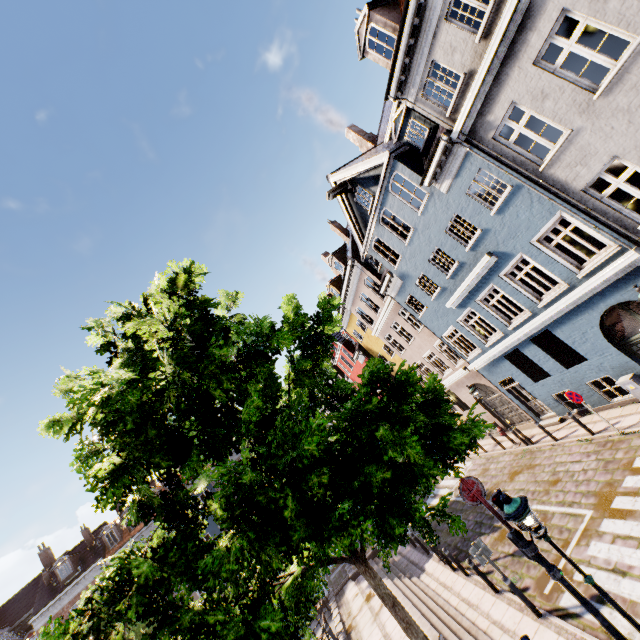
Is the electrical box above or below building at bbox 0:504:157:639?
below

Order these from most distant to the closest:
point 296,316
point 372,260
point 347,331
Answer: point 347,331
point 372,260
point 296,316

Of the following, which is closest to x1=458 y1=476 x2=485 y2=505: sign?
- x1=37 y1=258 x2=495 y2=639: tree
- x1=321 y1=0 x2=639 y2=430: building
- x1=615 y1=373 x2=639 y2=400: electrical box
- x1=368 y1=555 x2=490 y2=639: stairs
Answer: x1=37 y1=258 x2=495 y2=639: tree

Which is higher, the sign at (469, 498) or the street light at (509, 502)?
the sign at (469, 498)

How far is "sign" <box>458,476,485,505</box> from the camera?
6.5 meters

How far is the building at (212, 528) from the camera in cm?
2920

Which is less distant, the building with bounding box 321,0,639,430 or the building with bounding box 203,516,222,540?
the building with bounding box 321,0,639,430

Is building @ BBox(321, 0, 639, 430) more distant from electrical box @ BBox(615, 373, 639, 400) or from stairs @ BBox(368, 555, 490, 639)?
stairs @ BBox(368, 555, 490, 639)
